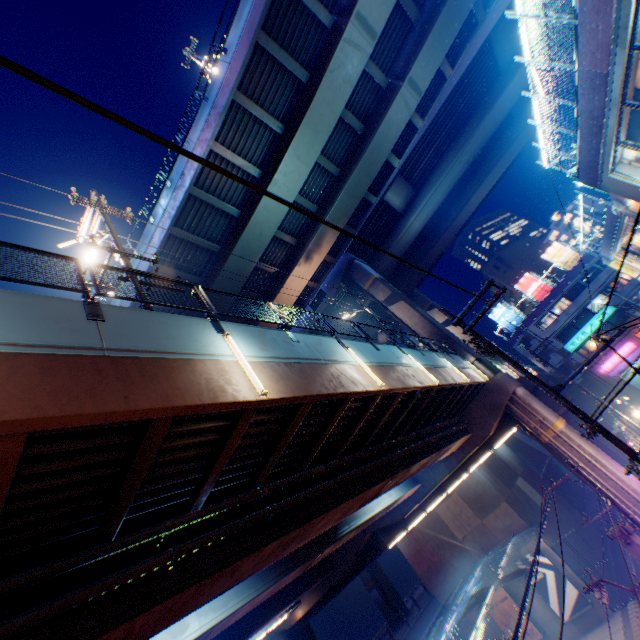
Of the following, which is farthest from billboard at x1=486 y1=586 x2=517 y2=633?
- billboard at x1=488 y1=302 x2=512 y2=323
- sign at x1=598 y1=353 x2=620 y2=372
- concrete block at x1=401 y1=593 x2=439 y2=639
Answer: billboard at x1=488 y1=302 x2=512 y2=323

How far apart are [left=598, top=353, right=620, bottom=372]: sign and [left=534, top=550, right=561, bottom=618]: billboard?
28.11m

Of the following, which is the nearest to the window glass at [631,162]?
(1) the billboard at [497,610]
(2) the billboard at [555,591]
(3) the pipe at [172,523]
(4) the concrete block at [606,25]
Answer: (4) the concrete block at [606,25]

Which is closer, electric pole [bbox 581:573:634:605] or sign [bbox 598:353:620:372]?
electric pole [bbox 581:573:634:605]

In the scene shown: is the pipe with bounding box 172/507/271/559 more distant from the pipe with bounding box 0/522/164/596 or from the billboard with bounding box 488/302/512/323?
the billboard with bounding box 488/302/512/323

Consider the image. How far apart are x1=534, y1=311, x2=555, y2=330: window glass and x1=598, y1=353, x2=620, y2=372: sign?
7.6 meters

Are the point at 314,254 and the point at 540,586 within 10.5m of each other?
no

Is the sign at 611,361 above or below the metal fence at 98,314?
below
